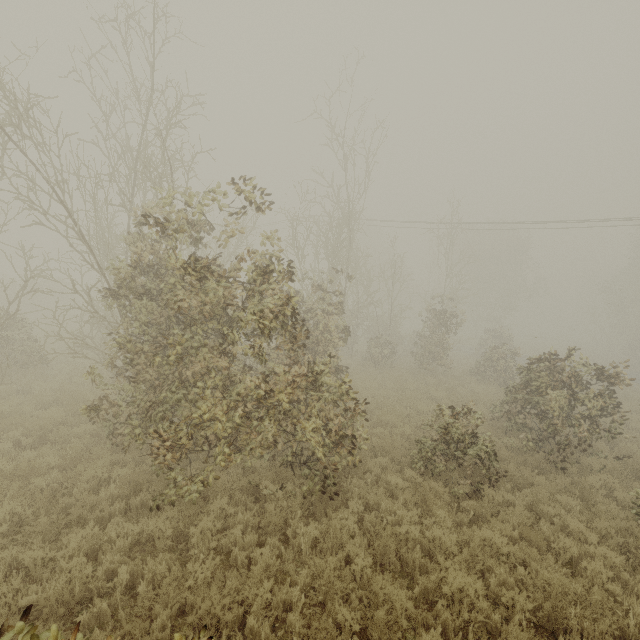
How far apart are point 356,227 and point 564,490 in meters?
14.3

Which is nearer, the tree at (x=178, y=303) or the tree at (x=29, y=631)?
the tree at (x=29, y=631)

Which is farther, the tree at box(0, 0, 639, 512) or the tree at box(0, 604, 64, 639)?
the tree at box(0, 0, 639, 512)
